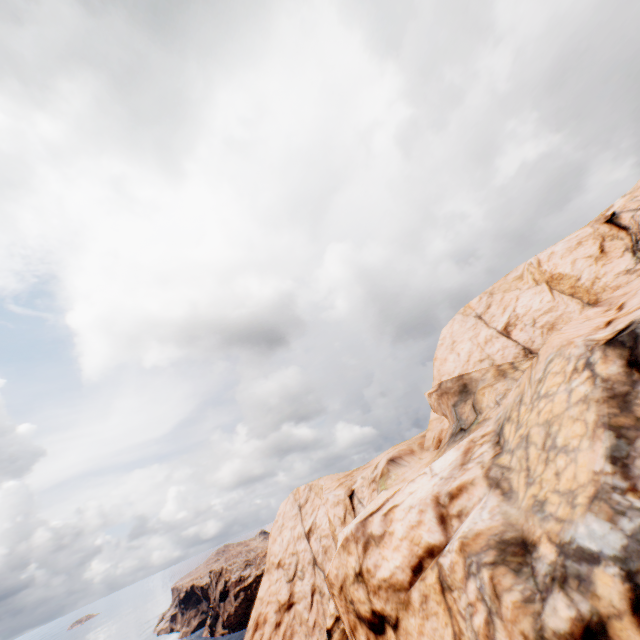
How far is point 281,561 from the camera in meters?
47.5
